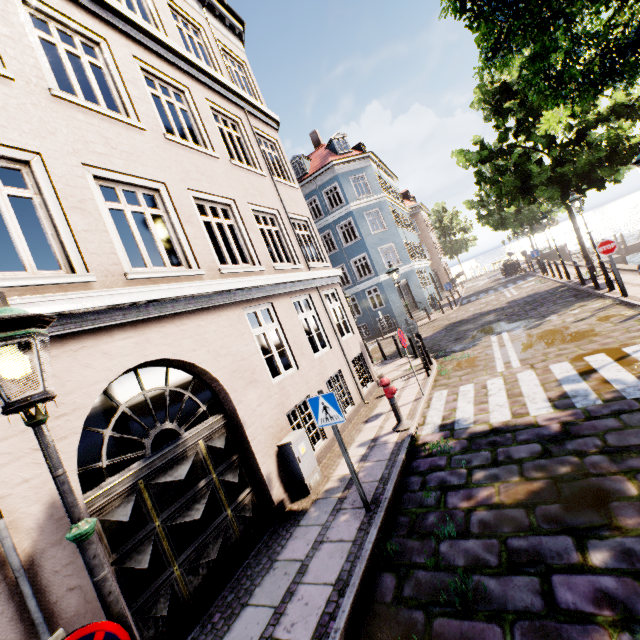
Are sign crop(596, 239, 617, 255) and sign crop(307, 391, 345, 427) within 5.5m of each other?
no

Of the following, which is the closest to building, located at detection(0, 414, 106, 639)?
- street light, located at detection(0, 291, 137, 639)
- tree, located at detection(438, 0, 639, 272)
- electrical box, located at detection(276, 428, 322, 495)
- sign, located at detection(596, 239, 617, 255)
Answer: tree, located at detection(438, 0, 639, 272)

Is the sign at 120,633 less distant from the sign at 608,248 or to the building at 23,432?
the sign at 608,248

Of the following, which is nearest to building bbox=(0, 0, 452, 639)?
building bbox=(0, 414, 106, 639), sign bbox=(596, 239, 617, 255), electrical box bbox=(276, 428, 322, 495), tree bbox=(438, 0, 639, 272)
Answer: electrical box bbox=(276, 428, 322, 495)

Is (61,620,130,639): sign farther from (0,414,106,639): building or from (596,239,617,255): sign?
(0,414,106,639): building

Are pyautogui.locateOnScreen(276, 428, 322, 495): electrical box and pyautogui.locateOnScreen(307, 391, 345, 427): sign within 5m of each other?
yes

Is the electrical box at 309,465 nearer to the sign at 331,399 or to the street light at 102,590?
the sign at 331,399

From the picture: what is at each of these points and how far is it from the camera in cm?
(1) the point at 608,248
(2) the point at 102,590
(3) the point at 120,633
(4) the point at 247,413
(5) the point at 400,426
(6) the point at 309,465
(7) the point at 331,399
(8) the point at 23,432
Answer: (1) sign, 1006
(2) street light, 191
(3) sign, 182
(4) building, 591
(5) hydrant, 721
(6) electrical box, 628
(7) sign, 477
(8) building, 330
